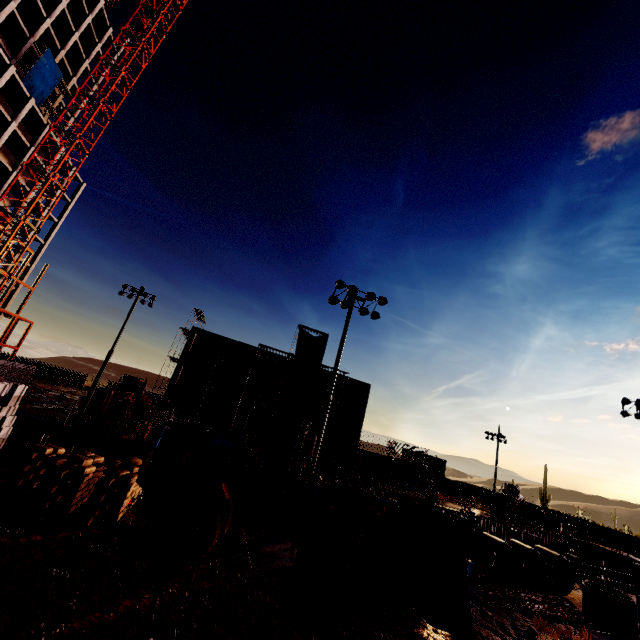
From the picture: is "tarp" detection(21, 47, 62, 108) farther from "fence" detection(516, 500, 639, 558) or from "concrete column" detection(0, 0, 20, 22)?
"fence" detection(516, 500, 639, 558)

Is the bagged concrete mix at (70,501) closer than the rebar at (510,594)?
Yes

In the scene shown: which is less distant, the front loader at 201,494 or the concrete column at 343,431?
the front loader at 201,494

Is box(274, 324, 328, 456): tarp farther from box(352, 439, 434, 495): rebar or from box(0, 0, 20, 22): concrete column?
box(0, 0, 20, 22): concrete column

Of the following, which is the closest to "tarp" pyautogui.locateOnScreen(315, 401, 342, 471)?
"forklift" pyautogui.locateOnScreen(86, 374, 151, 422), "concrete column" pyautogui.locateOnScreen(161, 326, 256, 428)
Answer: "concrete column" pyautogui.locateOnScreen(161, 326, 256, 428)

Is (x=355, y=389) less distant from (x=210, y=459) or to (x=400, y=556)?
(x=400, y=556)

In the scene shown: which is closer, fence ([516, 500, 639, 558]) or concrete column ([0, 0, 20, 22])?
concrete column ([0, 0, 20, 22])

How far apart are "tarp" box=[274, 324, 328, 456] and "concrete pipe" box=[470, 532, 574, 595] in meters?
23.3
